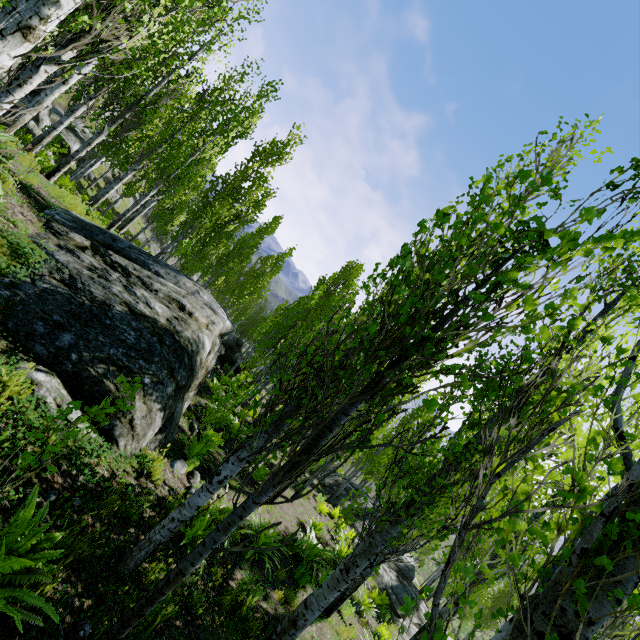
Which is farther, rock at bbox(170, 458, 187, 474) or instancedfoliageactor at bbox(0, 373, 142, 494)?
rock at bbox(170, 458, 187, 474)

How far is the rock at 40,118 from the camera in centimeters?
2019cm

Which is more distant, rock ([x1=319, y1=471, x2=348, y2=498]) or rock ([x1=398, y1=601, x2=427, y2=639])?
rock ([x1=319, y1=471, x2=348, y2=498])

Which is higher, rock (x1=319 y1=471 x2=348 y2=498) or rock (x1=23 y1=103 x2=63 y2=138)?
rock (x1=23 y1=103 x2=63 y2=138)

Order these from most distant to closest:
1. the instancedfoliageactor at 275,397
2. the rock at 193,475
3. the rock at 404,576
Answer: the rock at 404,576 → the rock at 193,475 → the instancedfoliageactor at 275,397

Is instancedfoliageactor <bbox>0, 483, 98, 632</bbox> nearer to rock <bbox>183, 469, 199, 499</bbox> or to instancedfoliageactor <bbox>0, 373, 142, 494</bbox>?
instancedfoliageactor <bbox>0, 373, 142, 494</bbox>

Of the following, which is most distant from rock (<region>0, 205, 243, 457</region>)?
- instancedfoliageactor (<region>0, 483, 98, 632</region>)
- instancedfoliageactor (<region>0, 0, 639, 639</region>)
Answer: instancedfoliageactor (<region>0, 483, 98, 632</region>)

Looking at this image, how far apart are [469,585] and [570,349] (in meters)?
8.35
